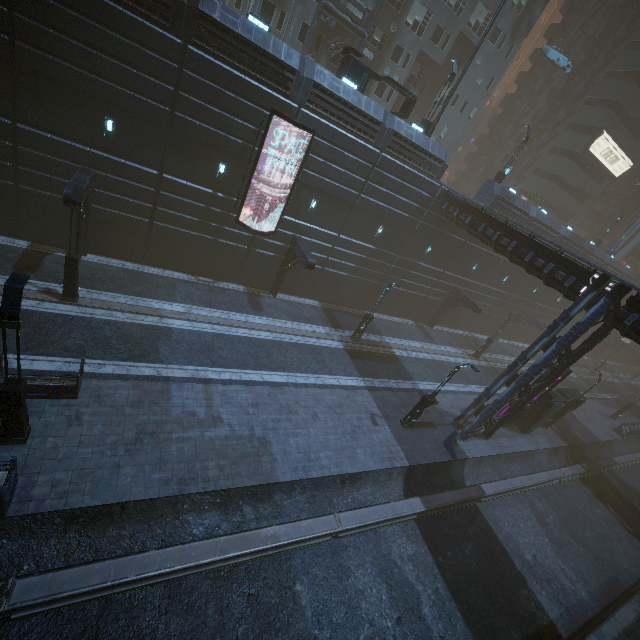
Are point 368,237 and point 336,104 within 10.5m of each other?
yes

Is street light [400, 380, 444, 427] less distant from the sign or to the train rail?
the train rail

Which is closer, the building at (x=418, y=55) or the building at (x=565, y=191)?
the building at (x=418, y=55)

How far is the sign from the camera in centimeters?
4003cm

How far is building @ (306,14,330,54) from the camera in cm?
2569

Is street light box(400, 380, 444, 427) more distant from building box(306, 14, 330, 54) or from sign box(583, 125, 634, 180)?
sign box(583, 125, 634, 180)

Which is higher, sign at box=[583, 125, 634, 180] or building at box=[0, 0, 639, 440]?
sign at box=[583, 125, 634, 180]

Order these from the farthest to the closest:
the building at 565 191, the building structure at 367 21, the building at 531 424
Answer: the building at 565 191
the building structure at 367 21
the building at 531 424
